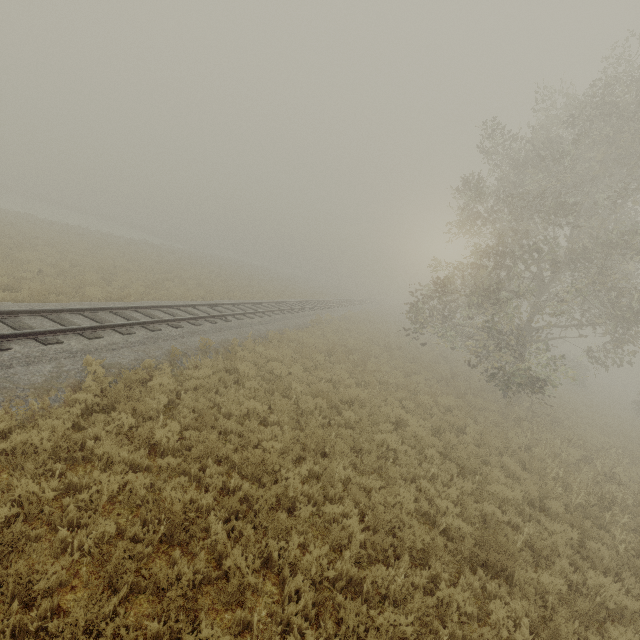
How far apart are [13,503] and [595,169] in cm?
2327
